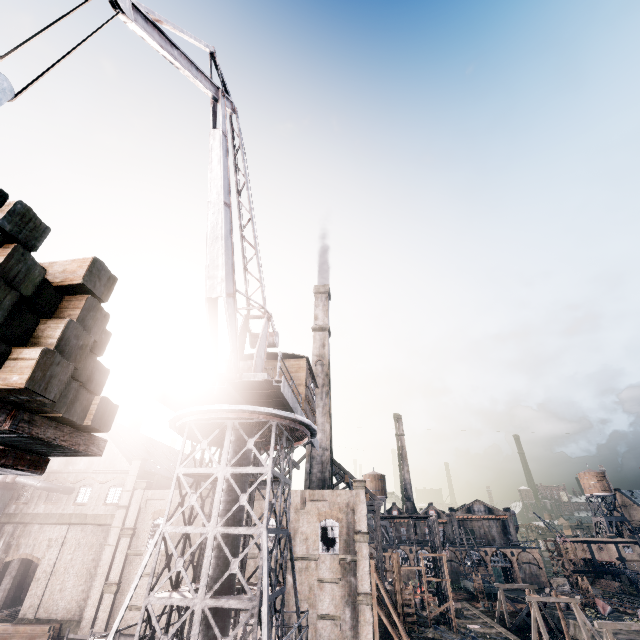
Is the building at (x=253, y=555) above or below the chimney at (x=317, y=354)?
below

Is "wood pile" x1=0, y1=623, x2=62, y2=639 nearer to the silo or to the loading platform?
the silo

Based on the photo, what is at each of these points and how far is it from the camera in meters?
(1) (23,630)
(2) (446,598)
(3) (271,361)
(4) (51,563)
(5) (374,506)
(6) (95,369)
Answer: (1) wood pile, 27.4
(2) wooden scaffolding, 42.0
(3) building, 19.1
(4) building, 33.5
(5) wood roof frame, 47.2
(6) wood pile, 3.2

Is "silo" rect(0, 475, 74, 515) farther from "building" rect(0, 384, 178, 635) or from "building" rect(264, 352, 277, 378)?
"building" rect(264, 352, 277, 378)

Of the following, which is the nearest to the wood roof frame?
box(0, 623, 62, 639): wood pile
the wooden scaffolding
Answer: the wooden scaffolding

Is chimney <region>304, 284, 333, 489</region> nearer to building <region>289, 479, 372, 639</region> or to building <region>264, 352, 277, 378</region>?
building <region>289, 479, 372, 639</region>

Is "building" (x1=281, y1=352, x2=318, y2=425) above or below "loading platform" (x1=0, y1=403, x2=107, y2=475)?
above

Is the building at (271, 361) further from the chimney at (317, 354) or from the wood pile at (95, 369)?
the chimney at (317, 354)
